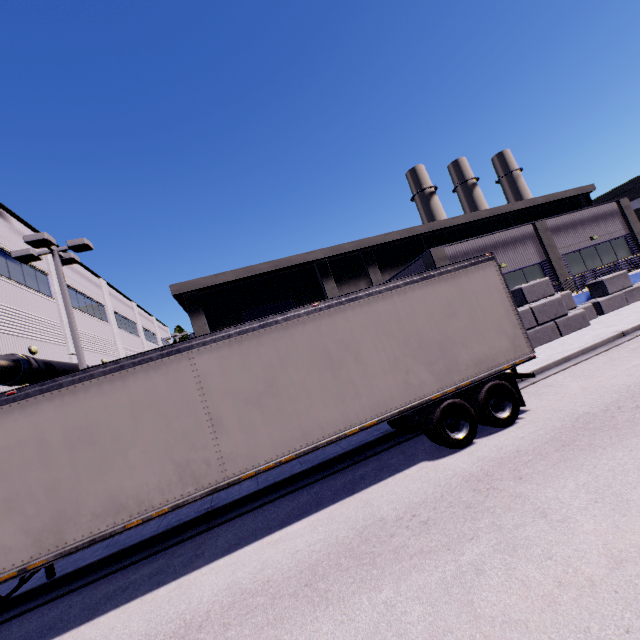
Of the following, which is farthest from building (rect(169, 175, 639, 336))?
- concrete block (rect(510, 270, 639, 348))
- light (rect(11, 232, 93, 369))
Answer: light (rect(11, 232, 93, 369))

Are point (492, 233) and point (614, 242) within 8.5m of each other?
no

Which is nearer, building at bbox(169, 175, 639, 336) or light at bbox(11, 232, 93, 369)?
light at bbox(11, 232, 93, 369)

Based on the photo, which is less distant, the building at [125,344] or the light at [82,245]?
the light at [82,245]

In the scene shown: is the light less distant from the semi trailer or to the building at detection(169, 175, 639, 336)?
the semi trailer

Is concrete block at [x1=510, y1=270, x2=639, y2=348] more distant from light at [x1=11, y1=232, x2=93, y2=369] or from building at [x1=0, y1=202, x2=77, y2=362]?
light at [x1=11, y1=232, x2=93, y2=369]

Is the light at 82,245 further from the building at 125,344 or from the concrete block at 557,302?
the concrete block at 557,302

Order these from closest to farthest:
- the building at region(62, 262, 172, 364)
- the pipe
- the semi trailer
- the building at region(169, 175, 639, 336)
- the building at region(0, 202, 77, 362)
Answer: the semi trailer, the pipe, the building at region(0, 202, 77, 362), the building at region(169, 175, 639, 336), the building at region(62, 262, 172, 364)
